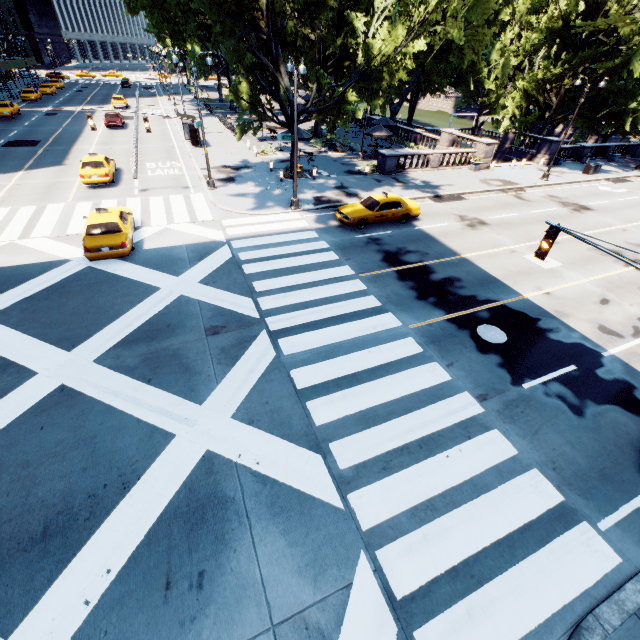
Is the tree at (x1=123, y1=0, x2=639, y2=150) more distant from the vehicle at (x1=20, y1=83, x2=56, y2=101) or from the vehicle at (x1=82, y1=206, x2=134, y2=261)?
the vehicle at (x1=20, y1=83, x2=56, y2=101)

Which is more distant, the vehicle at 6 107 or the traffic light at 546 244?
the vehicle at 6 107

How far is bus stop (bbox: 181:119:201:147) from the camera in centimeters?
3009cm

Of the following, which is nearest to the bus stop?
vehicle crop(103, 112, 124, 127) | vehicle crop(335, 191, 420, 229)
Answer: vehicle crop(103, 112, 124, 127)

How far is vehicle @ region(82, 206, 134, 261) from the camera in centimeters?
1369cm

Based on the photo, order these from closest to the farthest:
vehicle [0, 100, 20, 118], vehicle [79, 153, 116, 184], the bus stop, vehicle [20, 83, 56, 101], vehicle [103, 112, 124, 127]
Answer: vehicle [79, 153, 116, 184] < the bus stop < vehicle [103, 112, 124, 127] < vehicle [0, 100, 20, 118] < vehicle [20, 83, 56, 101]

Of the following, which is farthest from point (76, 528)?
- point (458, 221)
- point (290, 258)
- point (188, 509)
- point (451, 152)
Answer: point (451, 152)

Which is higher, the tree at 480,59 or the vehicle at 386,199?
the tree at 480,59
